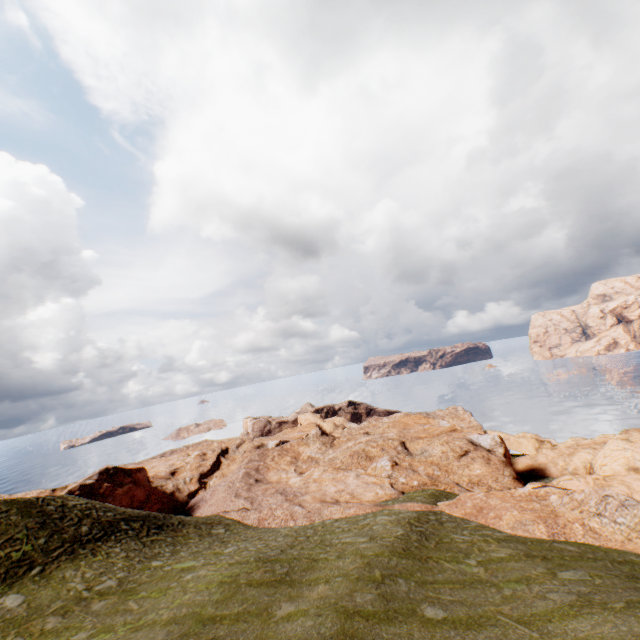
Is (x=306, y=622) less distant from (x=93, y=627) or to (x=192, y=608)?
(x=192, y=608)
